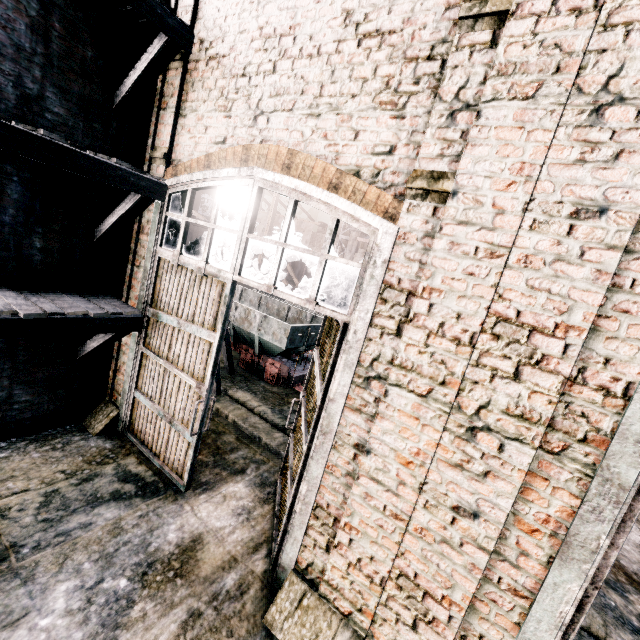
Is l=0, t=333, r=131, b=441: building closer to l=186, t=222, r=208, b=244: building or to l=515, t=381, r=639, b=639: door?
l=515, t=381, r=639, b=639: door

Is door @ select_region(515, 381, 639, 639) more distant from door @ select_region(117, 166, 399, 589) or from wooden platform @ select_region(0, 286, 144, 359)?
wooden platform @ select_region(0, 286, 144, 359)

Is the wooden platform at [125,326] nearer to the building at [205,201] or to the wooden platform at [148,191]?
the wooden platform at [148,191]

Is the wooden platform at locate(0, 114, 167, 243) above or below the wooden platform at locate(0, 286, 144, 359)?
above

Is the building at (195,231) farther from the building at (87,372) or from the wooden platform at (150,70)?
the wooden platform at (150,70)

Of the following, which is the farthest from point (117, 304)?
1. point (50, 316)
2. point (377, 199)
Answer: point (377, 199)

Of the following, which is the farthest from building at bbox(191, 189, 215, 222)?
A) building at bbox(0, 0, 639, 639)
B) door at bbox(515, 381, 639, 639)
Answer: door at bbox(515, 381, 639, 639)

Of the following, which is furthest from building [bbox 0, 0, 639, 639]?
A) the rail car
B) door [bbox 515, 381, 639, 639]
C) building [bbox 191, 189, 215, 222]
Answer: building [bbox 191, 189, 215, 222]
